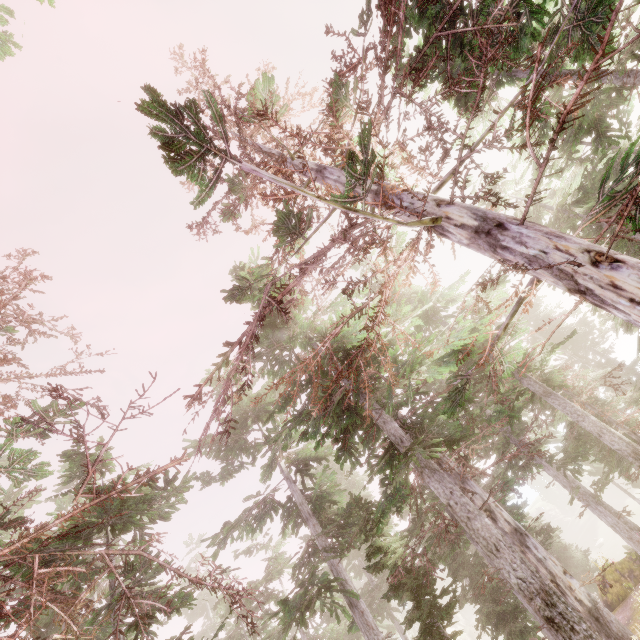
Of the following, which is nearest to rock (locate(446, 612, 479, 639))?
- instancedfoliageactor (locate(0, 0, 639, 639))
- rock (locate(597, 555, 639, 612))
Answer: instancedfoliageactor (locate(0, 0, 639, 639))

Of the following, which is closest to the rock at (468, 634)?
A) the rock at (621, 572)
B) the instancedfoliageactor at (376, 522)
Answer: the instancedfoliageactor at (376, 522)

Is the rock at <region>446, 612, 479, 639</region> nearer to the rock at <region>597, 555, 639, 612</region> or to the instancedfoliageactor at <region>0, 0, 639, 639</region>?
the instancedfoliageactor at <region>0, 0, 639, 639</region>

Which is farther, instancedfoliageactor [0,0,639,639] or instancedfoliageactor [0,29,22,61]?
instancedfoliageactor [0,29,22,61]

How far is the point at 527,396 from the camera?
18.0 meters

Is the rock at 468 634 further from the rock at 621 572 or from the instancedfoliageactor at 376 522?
the rock at 621 572

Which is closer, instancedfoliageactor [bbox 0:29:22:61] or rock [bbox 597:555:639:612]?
instancedfoliageactor [bbox 0:29:22:61]

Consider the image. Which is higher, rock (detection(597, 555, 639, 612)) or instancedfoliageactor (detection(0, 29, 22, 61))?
instancedfoliageactor (detection(0, 29, 22, 61))
